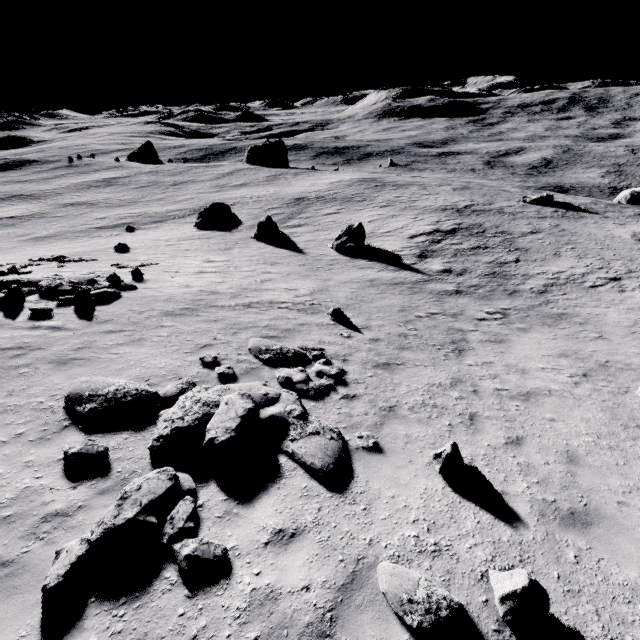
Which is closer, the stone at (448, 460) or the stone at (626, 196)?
the stone at (448, 460)

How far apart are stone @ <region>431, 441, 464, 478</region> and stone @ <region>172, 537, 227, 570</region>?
4.16m

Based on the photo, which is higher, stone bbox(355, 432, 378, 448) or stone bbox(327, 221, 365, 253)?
stone bbox(355, 432, 378, 448)

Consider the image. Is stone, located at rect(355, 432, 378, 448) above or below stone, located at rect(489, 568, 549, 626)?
below

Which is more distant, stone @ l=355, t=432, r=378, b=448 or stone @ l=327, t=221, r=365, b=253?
stone @ l=327, t=221, r=365, b=253

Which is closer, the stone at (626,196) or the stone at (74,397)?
the stone at (74,397)

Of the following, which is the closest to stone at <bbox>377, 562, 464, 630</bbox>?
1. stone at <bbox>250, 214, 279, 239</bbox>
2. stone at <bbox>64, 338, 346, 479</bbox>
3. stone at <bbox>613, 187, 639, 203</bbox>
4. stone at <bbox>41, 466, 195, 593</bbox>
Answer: stone at <bbox>64, 338, 346, 479</bbox>

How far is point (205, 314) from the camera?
13.1m
